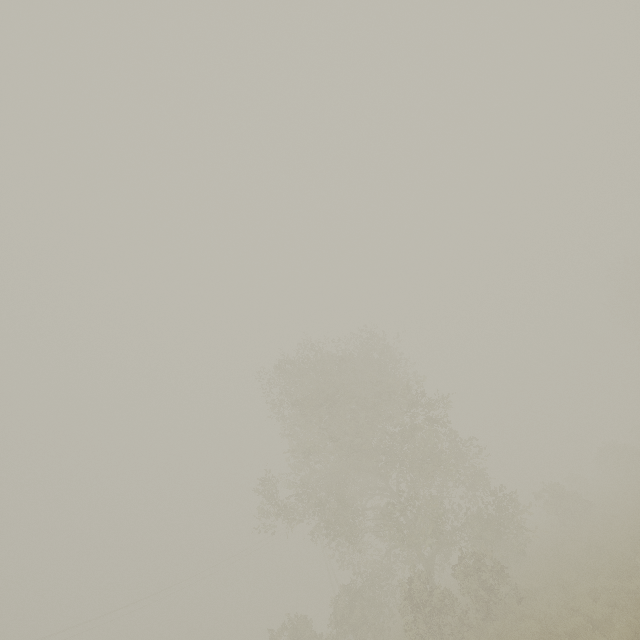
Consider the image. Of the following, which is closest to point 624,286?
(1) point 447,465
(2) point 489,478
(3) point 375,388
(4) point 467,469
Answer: (2) point 489,478
